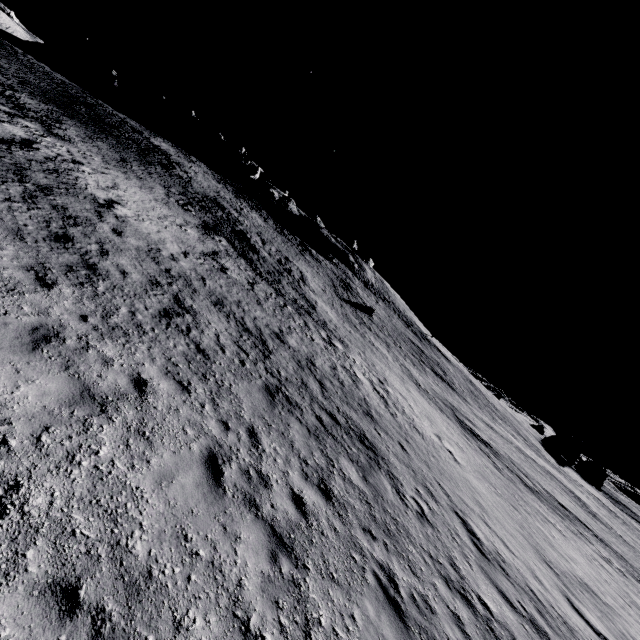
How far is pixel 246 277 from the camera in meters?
21.5

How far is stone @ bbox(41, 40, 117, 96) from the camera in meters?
51.8

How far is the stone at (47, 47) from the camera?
51.84m
